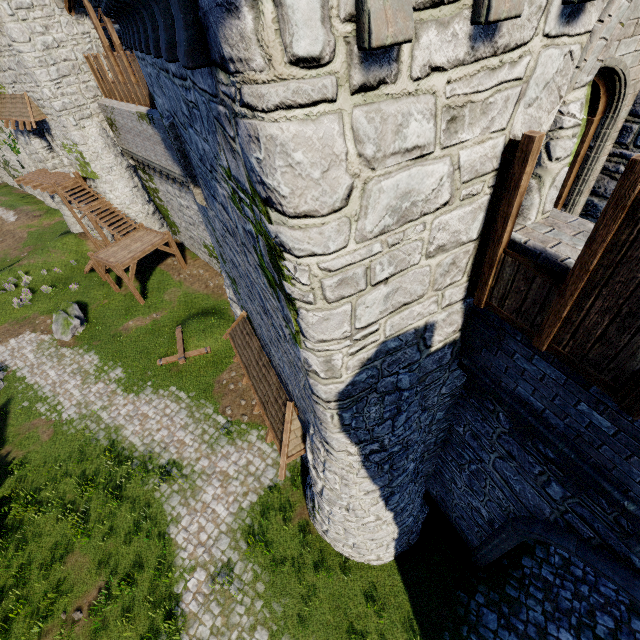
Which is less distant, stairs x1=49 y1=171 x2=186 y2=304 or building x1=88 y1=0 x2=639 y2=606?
building x1=88 y1=0 x2=639 y2=606

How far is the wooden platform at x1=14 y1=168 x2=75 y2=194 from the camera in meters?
22.5 m

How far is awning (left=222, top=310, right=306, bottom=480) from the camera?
8.8m

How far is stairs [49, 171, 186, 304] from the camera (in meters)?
20.33

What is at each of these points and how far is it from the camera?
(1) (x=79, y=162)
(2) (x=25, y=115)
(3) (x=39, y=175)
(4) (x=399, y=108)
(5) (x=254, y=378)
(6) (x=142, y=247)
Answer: (1) building, 21.7m
(2) awning, 20.1m
(3) wooden platform, 24.3m
(4) building, 2.5m
(5) awning, 10.6m
(6) stairs, 20.9m

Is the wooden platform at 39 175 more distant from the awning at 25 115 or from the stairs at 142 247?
the awning at 25 115

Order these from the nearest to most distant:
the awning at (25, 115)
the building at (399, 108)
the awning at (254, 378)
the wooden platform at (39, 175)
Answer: the building at (399, 108) < the awning at (254, 378) < the awning at (25, 115) < the wooden platform at (39, 175)

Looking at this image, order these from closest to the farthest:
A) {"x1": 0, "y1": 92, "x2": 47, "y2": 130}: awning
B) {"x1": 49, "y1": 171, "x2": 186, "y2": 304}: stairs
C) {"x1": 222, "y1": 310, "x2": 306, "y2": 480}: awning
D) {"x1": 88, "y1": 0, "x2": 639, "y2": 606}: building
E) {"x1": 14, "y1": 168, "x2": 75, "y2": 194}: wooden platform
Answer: {"x1": 88, "y1": 0, "x2": 639, "y2": 606}: building, {"x1": 222, "y1": 310, "x2": 306, "y2": 480}: awning, {"x1": 0, "y1": 92, "x2": 47, "y2": 130}: awning, {"x1": 49, "y1": 171, "x2": 186, "y2": 304}: stairs, {"x1": 14, "y1": 168, "x2": 75, "y2": 194}: wooden platform
